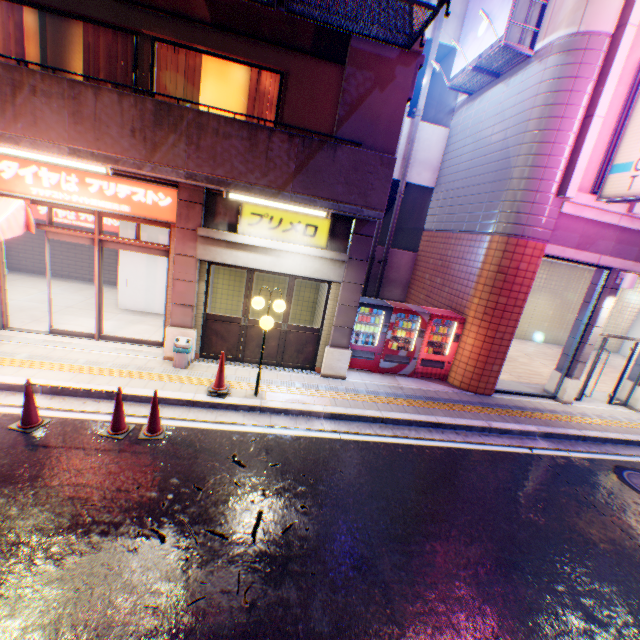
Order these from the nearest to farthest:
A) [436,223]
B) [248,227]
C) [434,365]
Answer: [248,227], [434,365], [436,223]

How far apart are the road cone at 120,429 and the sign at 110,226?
9.2 meters

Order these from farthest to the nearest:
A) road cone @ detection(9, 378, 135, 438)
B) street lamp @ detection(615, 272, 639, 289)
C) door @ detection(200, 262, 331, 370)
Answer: street lamp @ detection(615, 272, 639, 289), door @ detection(200, 262, 331, 370), road cone @ detection(9, 378, 135, 438)

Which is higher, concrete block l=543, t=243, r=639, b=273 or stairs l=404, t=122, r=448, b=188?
stairs l=404, t=122, r=448, b=188

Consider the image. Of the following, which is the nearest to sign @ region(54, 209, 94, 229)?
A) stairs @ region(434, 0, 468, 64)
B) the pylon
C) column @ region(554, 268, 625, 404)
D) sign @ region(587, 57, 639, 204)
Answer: the pylon

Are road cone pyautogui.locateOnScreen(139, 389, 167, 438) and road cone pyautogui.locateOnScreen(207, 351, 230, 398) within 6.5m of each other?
yes

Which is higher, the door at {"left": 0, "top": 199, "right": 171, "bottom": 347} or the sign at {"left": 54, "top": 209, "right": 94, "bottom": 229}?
the door at {"left": 0, "top": 199, "right": 171, "bottom": 347}

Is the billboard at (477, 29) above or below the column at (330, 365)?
above
